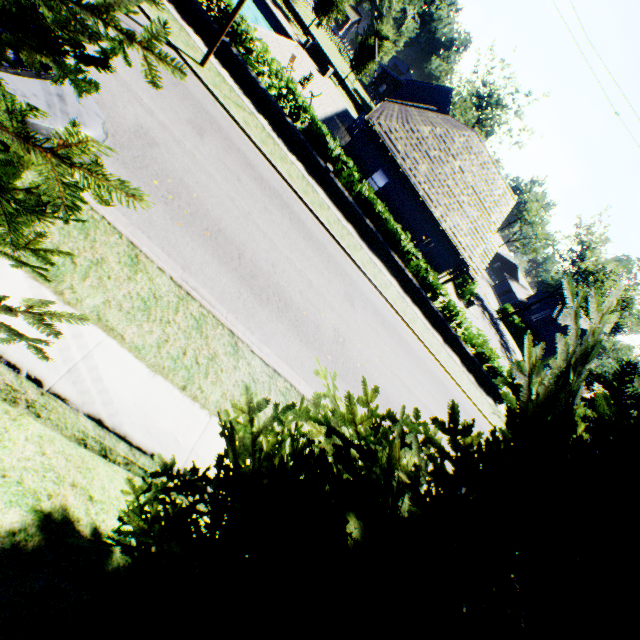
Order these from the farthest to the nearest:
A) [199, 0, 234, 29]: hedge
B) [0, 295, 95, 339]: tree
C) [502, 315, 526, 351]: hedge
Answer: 1. [502, 315, 526, 351]: hedge
2. [199, 0, 234, 29]: hedge
3. [0, 295, 95, 339]: tree

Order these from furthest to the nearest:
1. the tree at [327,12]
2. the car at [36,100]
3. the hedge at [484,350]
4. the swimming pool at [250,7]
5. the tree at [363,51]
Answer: the tree at [363,51], the tree at [327,12], the swimming pool at [250,7], the hedge at [484,350], the car at [36,100]

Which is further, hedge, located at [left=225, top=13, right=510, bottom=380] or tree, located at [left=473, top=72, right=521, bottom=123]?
tree, located at [left=473, top=72, right=521, bottom=123]

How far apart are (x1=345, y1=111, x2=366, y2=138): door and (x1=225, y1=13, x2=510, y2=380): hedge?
15.6m

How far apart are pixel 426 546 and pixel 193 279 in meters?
7.1 m

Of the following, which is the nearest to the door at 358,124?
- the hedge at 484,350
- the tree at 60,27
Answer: the tree at 60,27

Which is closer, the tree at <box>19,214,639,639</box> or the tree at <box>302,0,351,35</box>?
the tree at <box>19,214,639,639</box>

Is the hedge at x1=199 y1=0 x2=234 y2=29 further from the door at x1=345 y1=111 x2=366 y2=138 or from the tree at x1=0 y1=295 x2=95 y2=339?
the door at x1=345 y1=111 x2=366 y2=138
